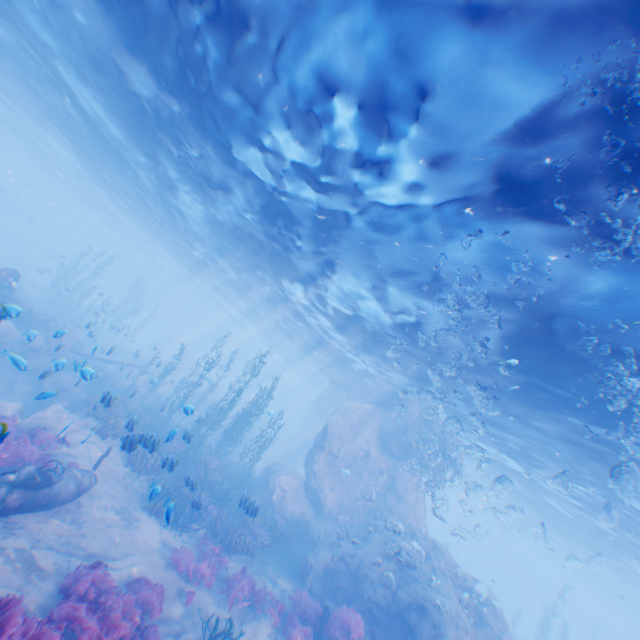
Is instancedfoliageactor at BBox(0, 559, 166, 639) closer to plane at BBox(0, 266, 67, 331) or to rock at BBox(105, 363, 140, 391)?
rock at BBox(105, 363, 140, 391)

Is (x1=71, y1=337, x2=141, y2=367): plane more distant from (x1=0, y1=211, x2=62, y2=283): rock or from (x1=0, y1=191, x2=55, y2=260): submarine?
(x1=0, y1=191, x2=55, y2=260): submarine

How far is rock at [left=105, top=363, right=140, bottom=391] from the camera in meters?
23.9 m

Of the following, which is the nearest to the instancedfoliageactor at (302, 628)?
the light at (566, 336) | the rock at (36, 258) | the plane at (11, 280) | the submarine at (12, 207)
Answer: the rock at (36, 258)

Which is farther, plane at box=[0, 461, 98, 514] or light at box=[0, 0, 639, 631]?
plane at box=[0, 461, 98, 514]

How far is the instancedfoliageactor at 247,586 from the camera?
10.9m

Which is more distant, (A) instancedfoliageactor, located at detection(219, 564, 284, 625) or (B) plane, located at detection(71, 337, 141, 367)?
(B) plane, located at detection(71, 337, 141, 367)

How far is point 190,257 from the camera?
33.5 meters
